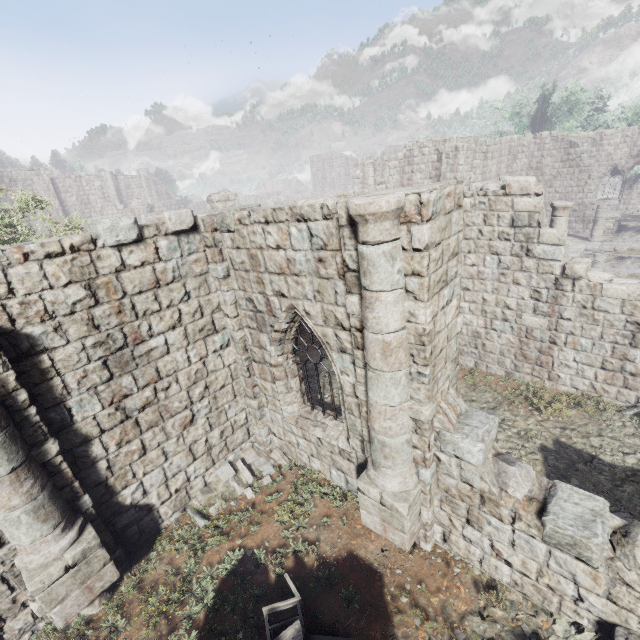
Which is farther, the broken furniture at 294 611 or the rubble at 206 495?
the rubble at 206 495

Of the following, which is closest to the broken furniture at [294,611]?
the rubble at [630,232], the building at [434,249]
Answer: the building at [434,249]

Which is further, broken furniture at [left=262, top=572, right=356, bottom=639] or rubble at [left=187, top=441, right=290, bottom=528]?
rubble at [left=187, top=441, right=290, bottom=528]

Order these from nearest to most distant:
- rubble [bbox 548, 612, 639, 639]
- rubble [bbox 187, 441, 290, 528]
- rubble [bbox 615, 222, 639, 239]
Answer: rubble [bbox 548, 612, 639, 639] < rubble [bbox 187, 441, 290, 528] < rubble [bbox 615, 222, 639, 239]

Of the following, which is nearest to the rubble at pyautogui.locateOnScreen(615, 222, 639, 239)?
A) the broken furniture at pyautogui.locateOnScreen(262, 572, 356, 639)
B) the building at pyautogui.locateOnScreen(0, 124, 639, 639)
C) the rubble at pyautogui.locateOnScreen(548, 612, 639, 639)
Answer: the building at pyautogui.locateOnScreen(0, 124, 639, 639)

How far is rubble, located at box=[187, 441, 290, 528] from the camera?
7.8m

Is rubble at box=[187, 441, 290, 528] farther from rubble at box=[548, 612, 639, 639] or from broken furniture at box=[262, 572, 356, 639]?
rubble at box=[548, 612, 639, 639]

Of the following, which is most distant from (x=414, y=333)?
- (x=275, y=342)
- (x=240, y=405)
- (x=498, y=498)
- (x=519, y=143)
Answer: (x=519, y=143)
